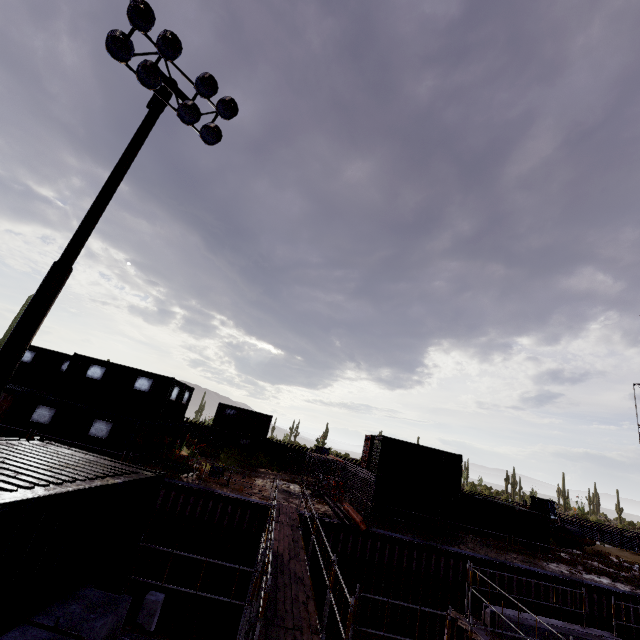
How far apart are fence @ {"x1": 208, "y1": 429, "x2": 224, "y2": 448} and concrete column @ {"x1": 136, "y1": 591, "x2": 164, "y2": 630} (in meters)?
25.13

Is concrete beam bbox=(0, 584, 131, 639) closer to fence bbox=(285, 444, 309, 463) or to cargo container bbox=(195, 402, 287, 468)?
cargo container bbox=(195, 402, 287, 468)

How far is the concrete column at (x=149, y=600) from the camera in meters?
11.9 m

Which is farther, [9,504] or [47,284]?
[47,284]

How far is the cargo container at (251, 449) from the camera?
33.3m

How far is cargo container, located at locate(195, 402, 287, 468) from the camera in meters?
33.3 m

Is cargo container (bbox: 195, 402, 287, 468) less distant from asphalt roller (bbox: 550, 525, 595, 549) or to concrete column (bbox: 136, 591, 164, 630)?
concrete column (bbox: 136, 591, 164, 630)

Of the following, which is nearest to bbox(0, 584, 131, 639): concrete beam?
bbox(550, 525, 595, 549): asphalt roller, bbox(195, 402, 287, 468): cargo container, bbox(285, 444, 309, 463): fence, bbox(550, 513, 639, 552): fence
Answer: bbox(195, 402, 287, 468): cargo container
